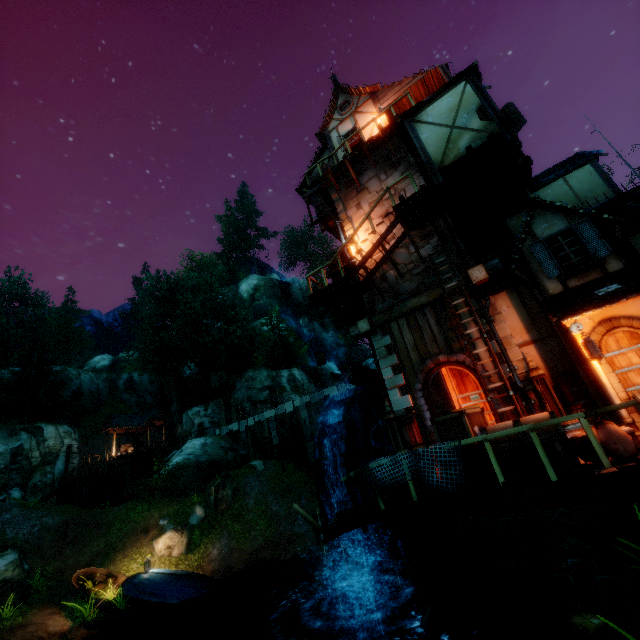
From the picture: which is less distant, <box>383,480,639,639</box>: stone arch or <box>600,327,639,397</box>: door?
<box>383,480,639,639</box>: stone arch

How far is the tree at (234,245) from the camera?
57.7m

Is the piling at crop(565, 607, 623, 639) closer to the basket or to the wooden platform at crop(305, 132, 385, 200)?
the basket

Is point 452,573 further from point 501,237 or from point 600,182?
point 600,182

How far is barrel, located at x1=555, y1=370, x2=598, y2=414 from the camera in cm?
761

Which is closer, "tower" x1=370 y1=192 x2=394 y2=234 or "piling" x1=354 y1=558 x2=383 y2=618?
"piling" x1=354 y1=558 x2=383 y2=618

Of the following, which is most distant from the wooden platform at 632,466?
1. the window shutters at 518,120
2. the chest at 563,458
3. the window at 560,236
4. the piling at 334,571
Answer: the window shutters at 518,120

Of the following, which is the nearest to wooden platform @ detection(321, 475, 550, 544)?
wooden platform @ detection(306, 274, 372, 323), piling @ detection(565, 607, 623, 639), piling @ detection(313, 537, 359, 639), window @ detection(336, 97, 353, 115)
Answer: piling @ detection(565, 607, 623, 639)
